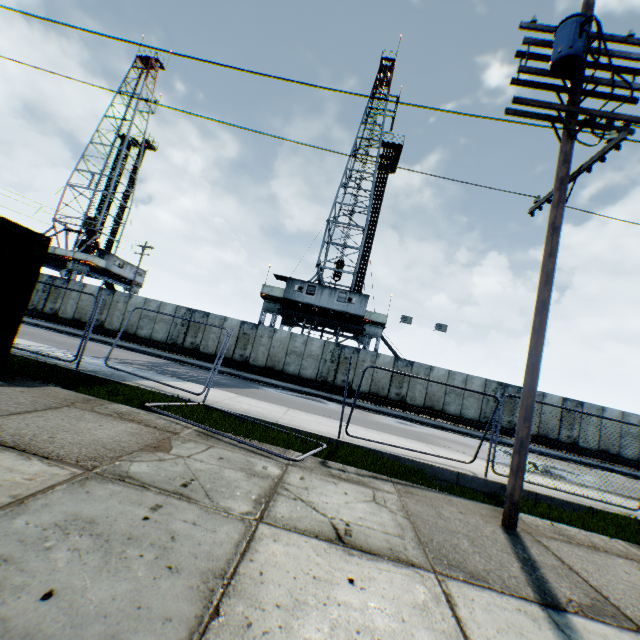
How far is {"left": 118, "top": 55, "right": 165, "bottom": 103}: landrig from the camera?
41.3m

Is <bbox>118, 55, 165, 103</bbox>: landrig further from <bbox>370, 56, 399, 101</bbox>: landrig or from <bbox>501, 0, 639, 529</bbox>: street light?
<bbox>501, 0, 639, 529</bbox>: street light

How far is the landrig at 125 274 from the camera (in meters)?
34.12

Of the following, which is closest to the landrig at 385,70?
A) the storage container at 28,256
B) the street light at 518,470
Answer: the street light at 518,470

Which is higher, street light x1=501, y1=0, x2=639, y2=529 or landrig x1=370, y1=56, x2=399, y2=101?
landrig x1=370, y1=56, x2=399, y2=101

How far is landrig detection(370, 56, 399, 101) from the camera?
34.6m

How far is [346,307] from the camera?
26.1m
